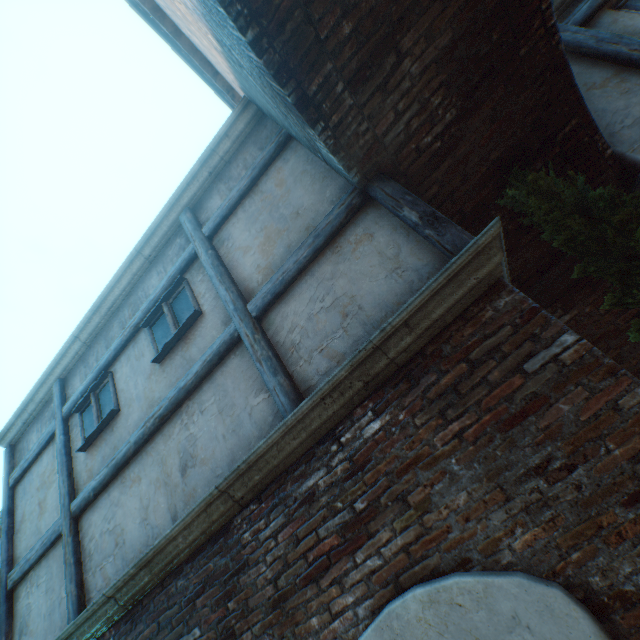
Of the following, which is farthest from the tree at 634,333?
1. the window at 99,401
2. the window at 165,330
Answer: the window at 99,401

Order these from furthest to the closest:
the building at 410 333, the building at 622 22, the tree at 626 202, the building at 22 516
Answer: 1. the building at 22 516
2. the building at 622 22
3. the tree at 626 202
4. the building at 410 333

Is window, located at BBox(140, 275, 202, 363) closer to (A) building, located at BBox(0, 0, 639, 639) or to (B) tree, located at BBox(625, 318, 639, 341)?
(A) building, located at BBox(0, 0, 639, 639)

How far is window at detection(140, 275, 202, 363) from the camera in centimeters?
418cm

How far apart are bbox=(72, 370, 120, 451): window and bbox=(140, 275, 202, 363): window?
1.0m

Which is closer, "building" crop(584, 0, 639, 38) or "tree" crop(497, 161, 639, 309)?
"tree" crop(497, 161, 639, 309)

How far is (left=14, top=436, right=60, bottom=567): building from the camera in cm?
498

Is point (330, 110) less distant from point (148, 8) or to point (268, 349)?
point (268, 349)
